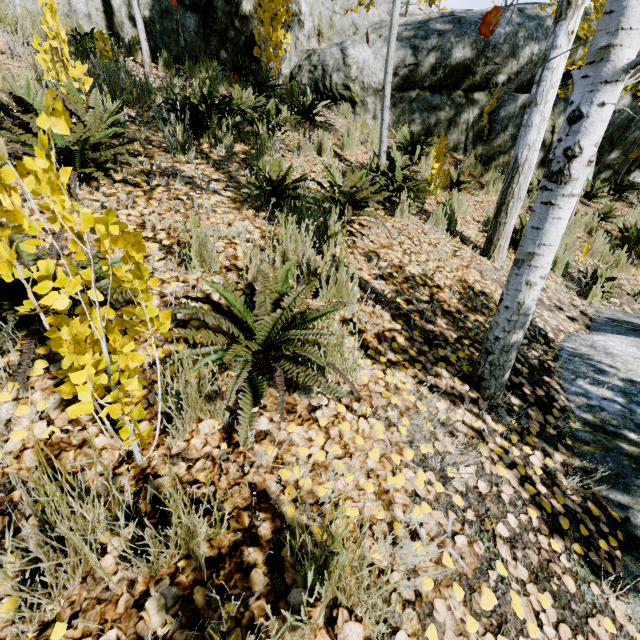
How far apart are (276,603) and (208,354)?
0.9m

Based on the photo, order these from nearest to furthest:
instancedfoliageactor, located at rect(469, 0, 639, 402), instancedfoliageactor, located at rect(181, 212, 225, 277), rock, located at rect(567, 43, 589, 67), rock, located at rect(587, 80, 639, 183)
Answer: instancedfoliageactor, located at rect(469, 0, 639, 402), instancedfoliageactor, located at rect(181, 212, 225, 277), rock, located at rect(567, 43, 589, 67), rock, located at rect(587, 80, 639, 183)

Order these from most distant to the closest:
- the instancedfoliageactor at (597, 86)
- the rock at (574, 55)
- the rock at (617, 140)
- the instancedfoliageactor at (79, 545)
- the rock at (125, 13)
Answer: the rock at (617, 140)
the rock at (574, 55)
the rock at (125, 13)
the instancedfoliageactor at (597, 86)
the instancedfoliageactor at (79, 545)

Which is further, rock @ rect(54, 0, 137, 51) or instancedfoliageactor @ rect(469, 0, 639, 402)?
rock @ rect(54, 0, 137, 51)

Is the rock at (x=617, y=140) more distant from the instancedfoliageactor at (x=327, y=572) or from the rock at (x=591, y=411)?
the rock at (x=591, y=411)

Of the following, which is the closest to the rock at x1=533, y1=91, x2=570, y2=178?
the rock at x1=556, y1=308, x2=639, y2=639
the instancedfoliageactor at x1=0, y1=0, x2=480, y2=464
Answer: the instancedfoliageactor at x1=0, y1=0, x2=480, y2=464

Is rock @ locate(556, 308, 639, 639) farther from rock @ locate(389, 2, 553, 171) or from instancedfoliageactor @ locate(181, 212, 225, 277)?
rock @ locate(389, 2, 553, 171)

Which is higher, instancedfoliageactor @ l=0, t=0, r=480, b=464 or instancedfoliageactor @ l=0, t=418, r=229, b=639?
instancedfoliageactor @ l=0, t=0, r=480, b=464
